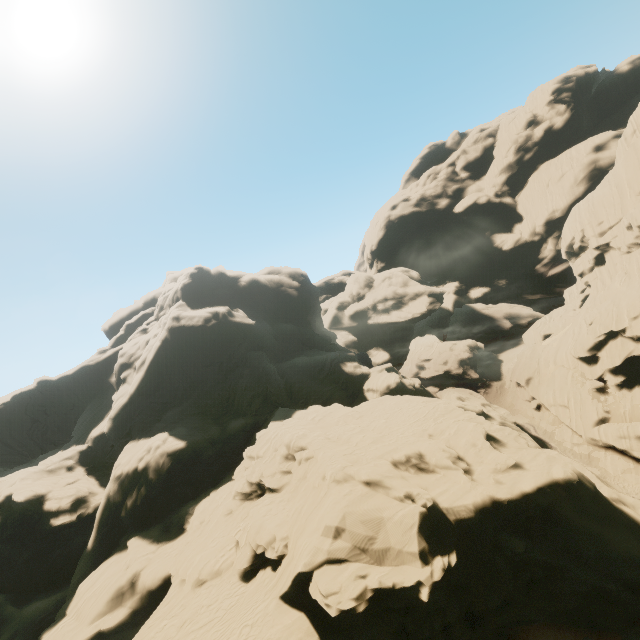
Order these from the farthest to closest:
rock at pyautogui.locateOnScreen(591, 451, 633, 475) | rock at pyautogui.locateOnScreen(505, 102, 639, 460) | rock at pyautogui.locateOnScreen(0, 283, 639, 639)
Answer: rock at pyautogui.locateOnScreen(505, 102, 639, 460)
rock at pyautogui.locateOnScreen(591, 451, 633, 475)
rock at pyautogui.locateOnScreen(0, 283, 639, 639)

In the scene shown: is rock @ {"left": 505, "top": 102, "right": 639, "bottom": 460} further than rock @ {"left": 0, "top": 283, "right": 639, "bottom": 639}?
Yes

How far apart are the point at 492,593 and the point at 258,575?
14.53m

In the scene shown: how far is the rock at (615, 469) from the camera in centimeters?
3375cm

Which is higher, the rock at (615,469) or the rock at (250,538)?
the rock at (250,538)

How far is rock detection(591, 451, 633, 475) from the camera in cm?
3375
